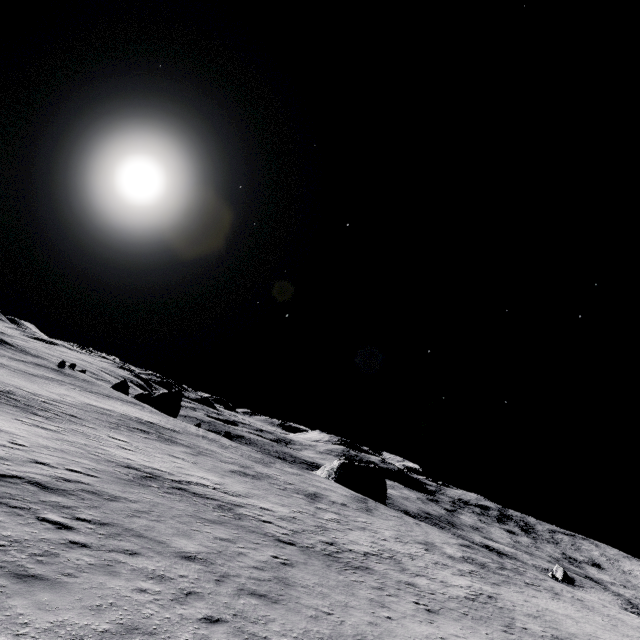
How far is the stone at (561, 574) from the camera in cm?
5091

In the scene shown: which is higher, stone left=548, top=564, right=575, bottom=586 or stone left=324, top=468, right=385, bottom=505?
stone left=324, top=468, right=385, bottom=505

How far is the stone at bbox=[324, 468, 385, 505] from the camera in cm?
5688

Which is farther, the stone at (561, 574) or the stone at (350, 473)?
the stone at (350, 473)

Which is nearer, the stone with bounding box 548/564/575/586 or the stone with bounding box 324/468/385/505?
the stone with bounding box 548/564/575/586

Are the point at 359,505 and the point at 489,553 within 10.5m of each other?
no

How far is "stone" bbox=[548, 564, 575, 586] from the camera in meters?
50.9
